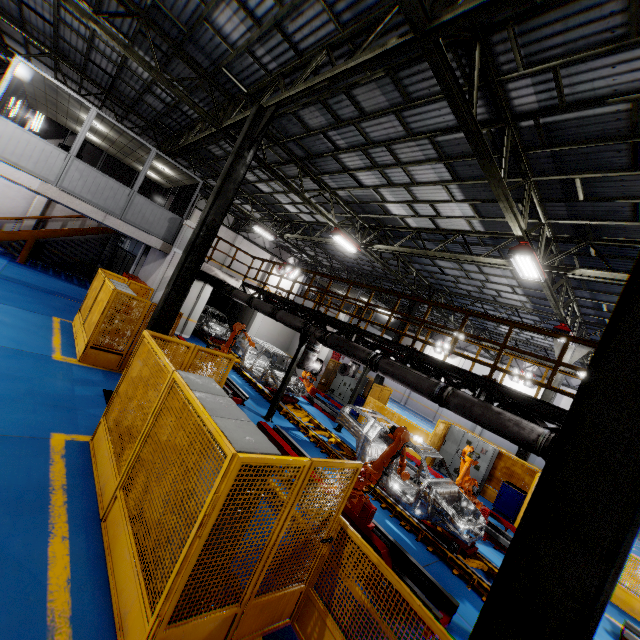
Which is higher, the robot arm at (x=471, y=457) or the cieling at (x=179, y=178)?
the cieling at (x=179, y=178)

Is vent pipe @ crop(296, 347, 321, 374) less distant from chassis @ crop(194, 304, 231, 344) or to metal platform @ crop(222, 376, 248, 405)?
chassis @ crop(194, 304, 231, 344)

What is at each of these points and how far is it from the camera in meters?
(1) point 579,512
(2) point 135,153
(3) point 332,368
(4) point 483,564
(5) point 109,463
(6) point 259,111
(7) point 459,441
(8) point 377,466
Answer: (1) metal pole, 1.8 m
(2) cieling, 13.7 m
(3) metal panel, 21.1 m
(4) platform, 7.7 m
(5) metal panel, 4.9 m
(6) metal pole, 7.8 m
(7) cabinet, 14.8 m
(8) robot arm, 7.1 m

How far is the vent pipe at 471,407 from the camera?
5.47m

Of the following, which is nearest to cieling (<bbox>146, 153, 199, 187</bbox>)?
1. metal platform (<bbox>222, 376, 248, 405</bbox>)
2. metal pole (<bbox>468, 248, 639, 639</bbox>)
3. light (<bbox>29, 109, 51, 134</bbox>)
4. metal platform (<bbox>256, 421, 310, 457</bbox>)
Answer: metal platform (<bbox>222, 376, 248, 405</bbox>)

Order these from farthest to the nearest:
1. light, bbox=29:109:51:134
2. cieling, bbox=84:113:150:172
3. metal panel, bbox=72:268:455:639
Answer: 1. light, bbox=29:109:51:134
2. cieling, bbox=84:113:150:172
3. metal panel, bbox=72:268:455:639

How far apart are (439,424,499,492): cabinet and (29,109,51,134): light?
26.8m

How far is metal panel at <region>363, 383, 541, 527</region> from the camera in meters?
13.3 m
